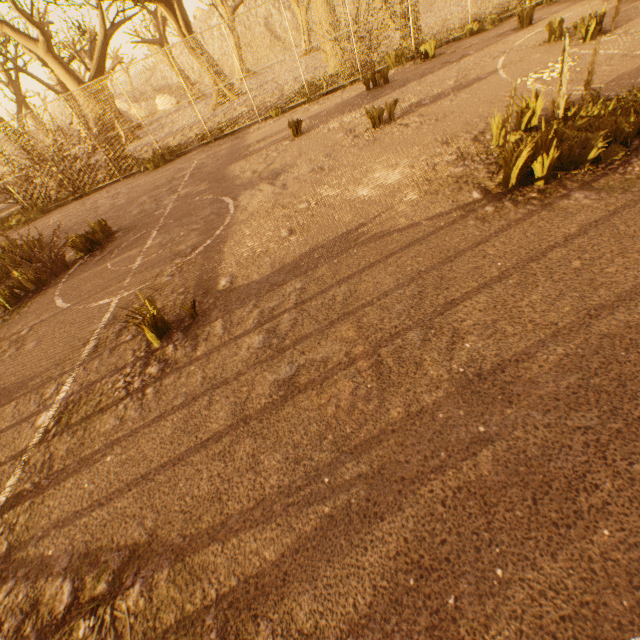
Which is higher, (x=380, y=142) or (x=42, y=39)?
(x=42, y=39)

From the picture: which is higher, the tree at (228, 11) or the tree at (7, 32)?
the tree at (228, 11)

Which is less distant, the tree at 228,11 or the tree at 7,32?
the tree at 7,32

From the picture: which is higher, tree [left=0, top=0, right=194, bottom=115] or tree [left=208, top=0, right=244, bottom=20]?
tree [left=208, top=0, right=244, bottom=20]

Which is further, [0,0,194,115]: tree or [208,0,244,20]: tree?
[208,0,244,20]: tree
